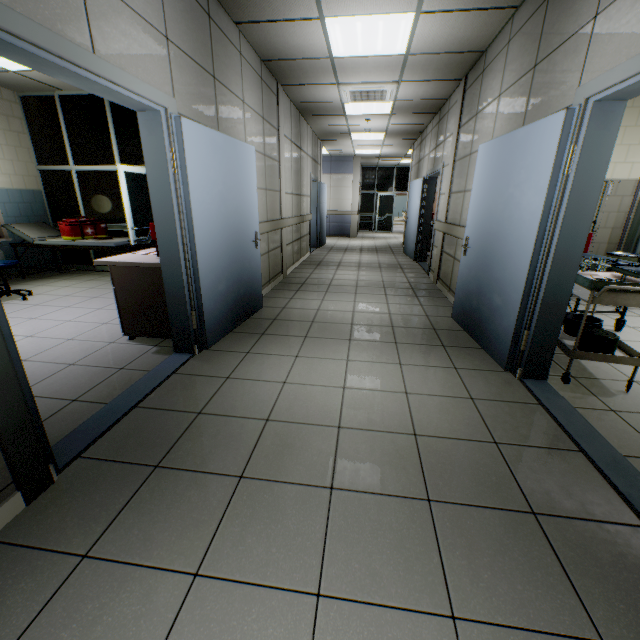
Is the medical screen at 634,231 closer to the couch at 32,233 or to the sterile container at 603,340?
the sterile container at 603,340

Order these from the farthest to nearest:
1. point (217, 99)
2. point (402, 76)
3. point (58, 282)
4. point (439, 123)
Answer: point (439, 123) → point (58, 282) → point (402, 76) → point (217, 99)

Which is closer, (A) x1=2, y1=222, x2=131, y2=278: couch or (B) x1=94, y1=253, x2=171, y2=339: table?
(B) x1=94, y1=253, x2=171, y2=339: table

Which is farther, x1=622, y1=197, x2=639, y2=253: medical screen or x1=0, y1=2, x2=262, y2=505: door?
x1=622, y1=197, x2=639, y2=253: medical screen

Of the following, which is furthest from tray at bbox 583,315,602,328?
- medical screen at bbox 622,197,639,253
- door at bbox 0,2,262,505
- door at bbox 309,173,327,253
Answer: door at bbox 309,173,327,253

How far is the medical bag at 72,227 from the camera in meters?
5.7 m

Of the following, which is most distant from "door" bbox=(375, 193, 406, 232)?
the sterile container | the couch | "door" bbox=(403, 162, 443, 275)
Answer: the sterile container

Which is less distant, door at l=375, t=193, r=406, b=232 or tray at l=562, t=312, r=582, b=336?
tray at l=562, t=312, r=582, b=336
